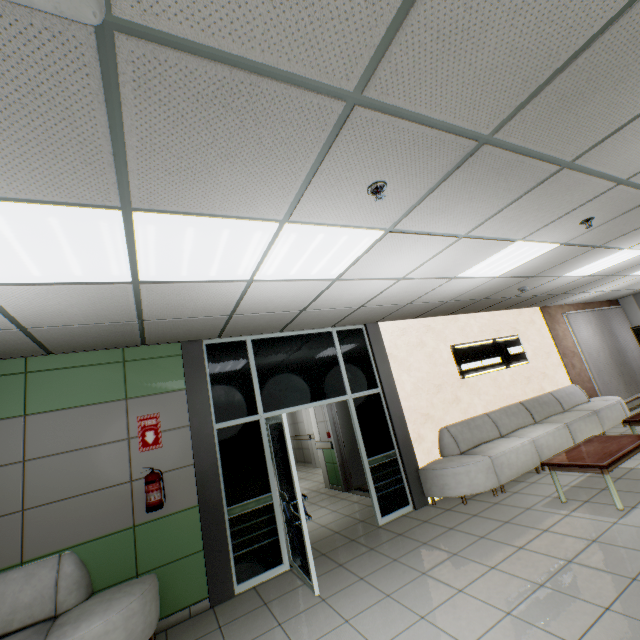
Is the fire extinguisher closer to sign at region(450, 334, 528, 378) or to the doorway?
the doorway

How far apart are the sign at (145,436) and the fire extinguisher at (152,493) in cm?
20

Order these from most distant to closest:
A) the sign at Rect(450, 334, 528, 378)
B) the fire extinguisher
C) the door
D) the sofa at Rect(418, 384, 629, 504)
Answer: the door < the sign at Rect(450, 334, 528, 378) < the sofa at Rect(418, 384, 629, 504) < the fire extinguisher

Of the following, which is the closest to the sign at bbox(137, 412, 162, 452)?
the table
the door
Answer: the door

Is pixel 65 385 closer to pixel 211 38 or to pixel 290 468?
pixel 290 468

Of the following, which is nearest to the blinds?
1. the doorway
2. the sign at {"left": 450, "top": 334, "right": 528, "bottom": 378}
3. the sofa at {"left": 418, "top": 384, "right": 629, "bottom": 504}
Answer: the sofa at {"left": 418, "top": 384, "right": 629, "bottom": 504}

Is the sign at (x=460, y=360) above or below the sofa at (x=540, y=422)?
above

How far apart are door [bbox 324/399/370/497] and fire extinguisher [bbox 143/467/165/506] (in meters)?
3.81
